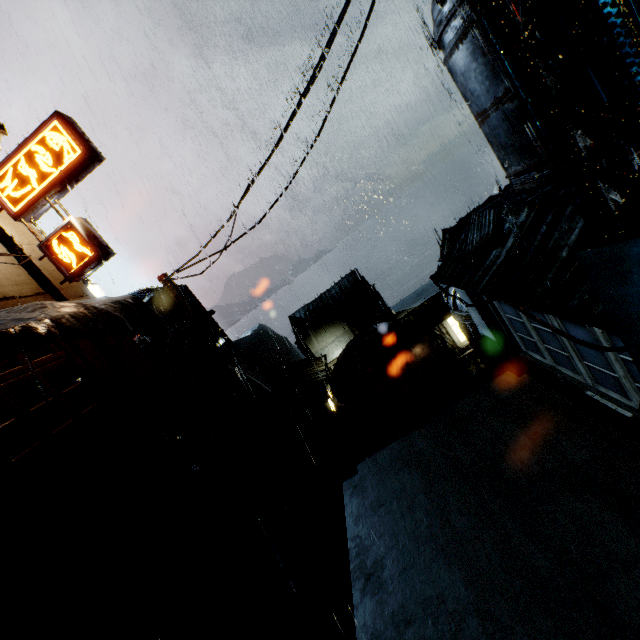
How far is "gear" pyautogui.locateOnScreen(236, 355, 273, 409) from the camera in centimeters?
3712cm

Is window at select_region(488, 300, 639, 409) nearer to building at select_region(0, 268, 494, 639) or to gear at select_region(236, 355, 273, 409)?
building at select_region(0, 268, 494, 639)

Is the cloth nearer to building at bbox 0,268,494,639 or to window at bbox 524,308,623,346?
building at bbox 0,268,494,639

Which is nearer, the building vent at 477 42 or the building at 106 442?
the building at 106 442

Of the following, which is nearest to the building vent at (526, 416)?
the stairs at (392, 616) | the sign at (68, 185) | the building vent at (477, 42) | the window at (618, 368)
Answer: the stairs at (392, 616)

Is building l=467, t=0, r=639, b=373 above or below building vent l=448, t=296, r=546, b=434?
above

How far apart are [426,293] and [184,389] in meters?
25.4

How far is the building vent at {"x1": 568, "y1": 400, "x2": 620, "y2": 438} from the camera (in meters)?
9.40
